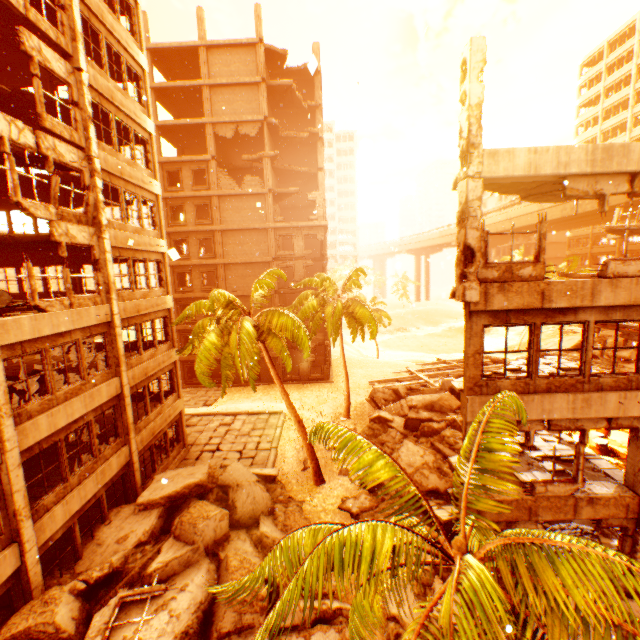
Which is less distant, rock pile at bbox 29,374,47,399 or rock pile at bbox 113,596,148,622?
rock pile at bbox 113,596,148,622

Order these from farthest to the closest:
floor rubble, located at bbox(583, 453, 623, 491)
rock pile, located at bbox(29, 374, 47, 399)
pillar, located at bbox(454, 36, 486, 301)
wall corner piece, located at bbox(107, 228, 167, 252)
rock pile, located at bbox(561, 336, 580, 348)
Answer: rock pile, located at bbox(561, 336, 580, 348)
wall corner piece, located at bbox(107, 228, 167, 252)
rock pile, located at bbox(29, 374, 47, 399)
floor rubble, located at bbox(583, 453, 623, 491)
pillar, located at bbox(454, 36, 486, 301)

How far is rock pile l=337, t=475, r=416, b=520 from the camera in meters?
13.5 m

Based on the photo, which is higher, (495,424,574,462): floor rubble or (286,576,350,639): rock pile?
(495,424,574,462): floor rubble

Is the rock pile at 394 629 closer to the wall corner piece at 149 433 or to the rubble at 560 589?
the rubble at 560 589

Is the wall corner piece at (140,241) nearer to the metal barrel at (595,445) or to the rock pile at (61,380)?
the rock pile at (61,380)

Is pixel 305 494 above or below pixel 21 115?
below

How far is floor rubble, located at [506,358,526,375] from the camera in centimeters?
1015cm
